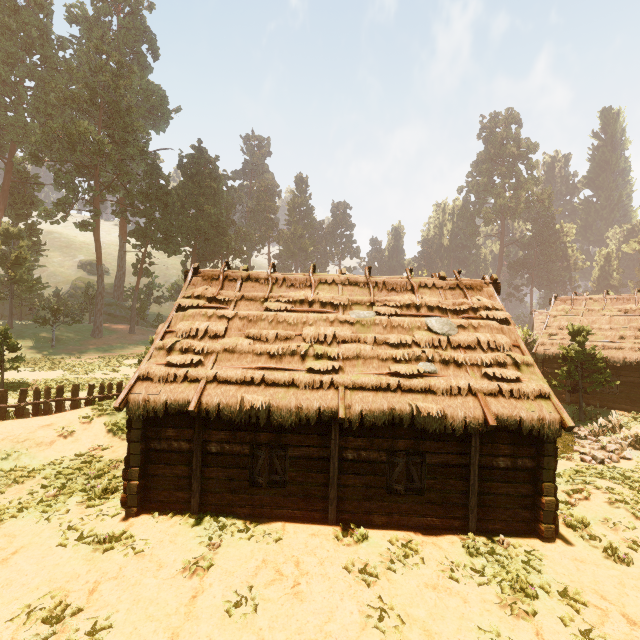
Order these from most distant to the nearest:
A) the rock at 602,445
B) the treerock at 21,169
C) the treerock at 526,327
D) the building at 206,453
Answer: the treerock at 21,169 → the treerock at 526,327 → the rock at 602,445 → the building at 206,453

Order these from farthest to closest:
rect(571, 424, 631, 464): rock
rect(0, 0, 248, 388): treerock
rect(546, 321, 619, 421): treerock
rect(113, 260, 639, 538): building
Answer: rect(0, 0, 248, 388): treerock < rect(546, 321, 619, 421): treerock < rect(571, 424, 631, 464): rock < rect(113, 260, 639, 538): building

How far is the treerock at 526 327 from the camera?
28.9m

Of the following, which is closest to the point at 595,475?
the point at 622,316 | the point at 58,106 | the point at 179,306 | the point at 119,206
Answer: the point at 622,316

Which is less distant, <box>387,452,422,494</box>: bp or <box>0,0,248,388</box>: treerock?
<box>387,452,422,494</box>: bp

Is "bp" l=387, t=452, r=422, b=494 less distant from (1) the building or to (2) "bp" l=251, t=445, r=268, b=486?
(1) the building

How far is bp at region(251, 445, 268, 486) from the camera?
9.3 meters
